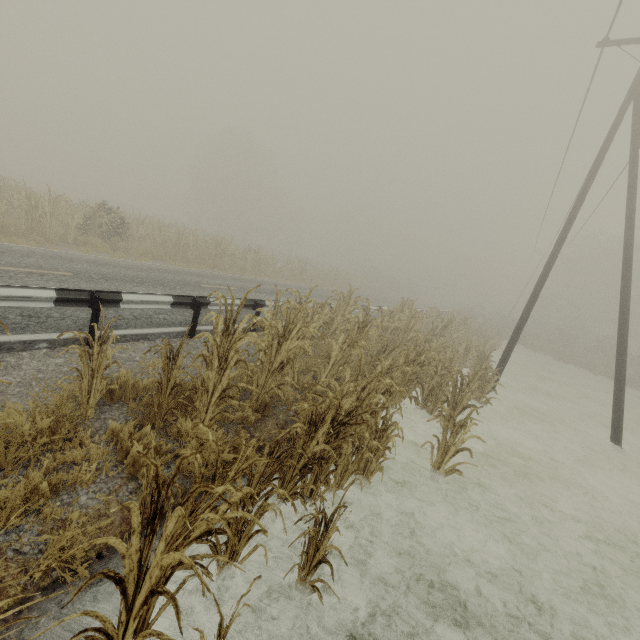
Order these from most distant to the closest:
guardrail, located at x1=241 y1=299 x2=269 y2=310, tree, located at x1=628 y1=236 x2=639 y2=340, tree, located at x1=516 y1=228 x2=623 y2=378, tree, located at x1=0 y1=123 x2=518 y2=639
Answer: tree, located at x1=628 y1=236 x2=639 y2=340, tree, located at x1=516 y1=228 x2=623 y2=378, guardrail, located at x1=241 y1=299 x2=269 y2=310, tree, located at x1=0 y1=123 x2=518 y2=639

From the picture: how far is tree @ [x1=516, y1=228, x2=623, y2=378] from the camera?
31.48m

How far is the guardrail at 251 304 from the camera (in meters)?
8.59

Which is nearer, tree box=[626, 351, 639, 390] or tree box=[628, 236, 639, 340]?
tree box=[626, 351, 639, 390]

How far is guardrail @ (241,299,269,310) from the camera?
8.6 meters

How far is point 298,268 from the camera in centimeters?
2841cm

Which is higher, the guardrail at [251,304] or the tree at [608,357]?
the tree at [608,357]
